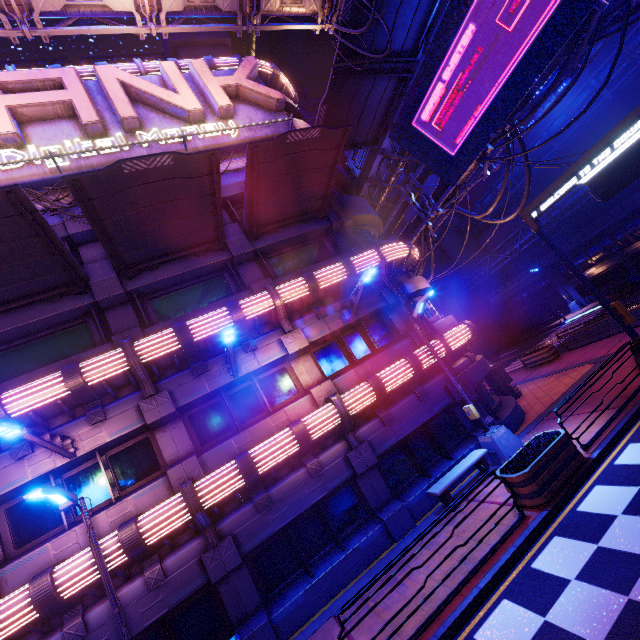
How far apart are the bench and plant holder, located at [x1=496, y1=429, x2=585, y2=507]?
1.8 meters

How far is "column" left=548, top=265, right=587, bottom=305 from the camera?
33.91m

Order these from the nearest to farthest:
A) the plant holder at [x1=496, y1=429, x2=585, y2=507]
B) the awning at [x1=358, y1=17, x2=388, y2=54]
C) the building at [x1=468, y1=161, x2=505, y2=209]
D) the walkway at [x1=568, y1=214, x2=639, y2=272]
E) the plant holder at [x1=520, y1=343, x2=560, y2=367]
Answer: the plant holder at [x1=496, y1=429, x2=585, y2=507]
the awning at [x1=358, y1=17, x2=388, y2=54]
the plant holder at [x1=520, y1=343, x2=560, y2=367]
the walkway at [x1=568, y1=214, x2=639, y2=272]
the building at [x1=468, y1=161, x2=505, y2=209]

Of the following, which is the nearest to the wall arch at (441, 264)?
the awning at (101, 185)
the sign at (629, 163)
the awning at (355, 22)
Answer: the sign at (629, 163)

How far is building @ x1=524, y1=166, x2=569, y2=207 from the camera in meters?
40.3 m

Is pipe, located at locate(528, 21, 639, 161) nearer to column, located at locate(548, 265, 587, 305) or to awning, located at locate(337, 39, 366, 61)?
awning, located at locate(337, 39, 366, 61)

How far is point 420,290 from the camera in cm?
1509

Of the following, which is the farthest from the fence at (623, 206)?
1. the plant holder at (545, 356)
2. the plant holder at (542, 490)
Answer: the plant holder at (542, 490)
